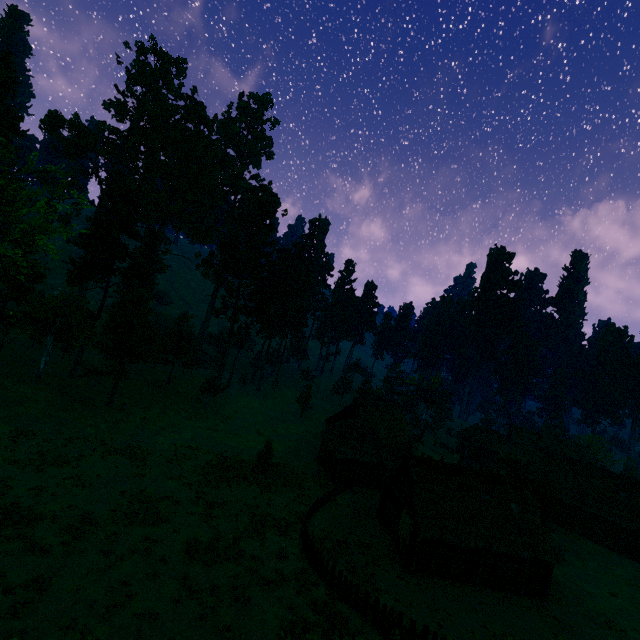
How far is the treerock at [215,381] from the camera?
48.6m

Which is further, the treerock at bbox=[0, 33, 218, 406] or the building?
the treerock at bbox=[0, 33, 218, 406]

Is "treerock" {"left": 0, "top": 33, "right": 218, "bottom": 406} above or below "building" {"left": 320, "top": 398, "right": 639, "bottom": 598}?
above

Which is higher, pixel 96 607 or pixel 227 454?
pixel 96 607

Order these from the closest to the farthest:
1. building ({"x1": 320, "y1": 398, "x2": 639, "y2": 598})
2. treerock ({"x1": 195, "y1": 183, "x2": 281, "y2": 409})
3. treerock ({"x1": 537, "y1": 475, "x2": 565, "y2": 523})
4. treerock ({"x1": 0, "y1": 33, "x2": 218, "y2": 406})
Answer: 1. building ({"x1": 320, "y1": 398, "x2": 639, "y2": 598})
2. treerock ({"x1": 0, "y1": 33, "x2": 218, "y2": 406})
3. treerock ({"x1": 537, "y1": 475, "x2": 565, "y2": 523})
4. treerock ({"x1": 195, "y1": 183, "x2": 281, "y2": 409})

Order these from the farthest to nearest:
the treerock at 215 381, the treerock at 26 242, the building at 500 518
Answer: the treerock at 215 381 < the treerock at 26 242 < the building at 500 518

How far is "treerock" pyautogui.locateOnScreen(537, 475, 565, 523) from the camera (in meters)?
38.25
